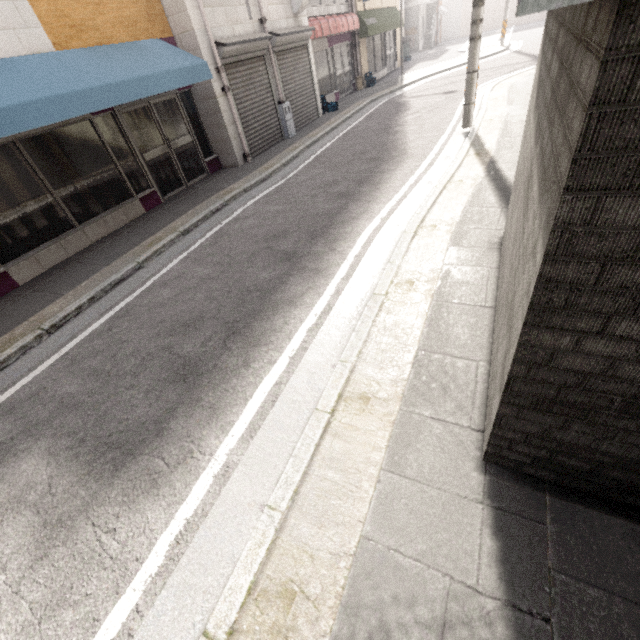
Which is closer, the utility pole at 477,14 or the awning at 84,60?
the awning at 84,60

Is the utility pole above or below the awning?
below

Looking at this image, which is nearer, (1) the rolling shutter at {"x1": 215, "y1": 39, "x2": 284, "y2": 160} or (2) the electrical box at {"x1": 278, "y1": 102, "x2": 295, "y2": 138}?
(1) the rolling shutter at {"x1": 215, "y1": 39, "x2": 284, "y2": 160}

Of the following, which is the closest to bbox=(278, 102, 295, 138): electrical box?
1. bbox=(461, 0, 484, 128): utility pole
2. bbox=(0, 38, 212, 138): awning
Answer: bbox=(0, 38, 212, 138): awning

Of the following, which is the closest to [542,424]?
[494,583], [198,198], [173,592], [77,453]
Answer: [494,583]

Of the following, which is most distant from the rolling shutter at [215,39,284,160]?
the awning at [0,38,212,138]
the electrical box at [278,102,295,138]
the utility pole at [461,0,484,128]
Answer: the utility pole at [461,0,484,128]

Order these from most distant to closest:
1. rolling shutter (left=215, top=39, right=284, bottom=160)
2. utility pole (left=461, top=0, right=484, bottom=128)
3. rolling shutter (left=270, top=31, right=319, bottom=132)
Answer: rolling shutter (left=270, top=31, right=319, bottom=132)
rolling shutter (left=215, top=39, right=284, bottom=160)
utility pole (left=461, top=0, right=484, bottom=128)

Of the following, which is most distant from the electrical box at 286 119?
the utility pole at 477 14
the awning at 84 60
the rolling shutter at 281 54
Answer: the utility pole at 477 14
